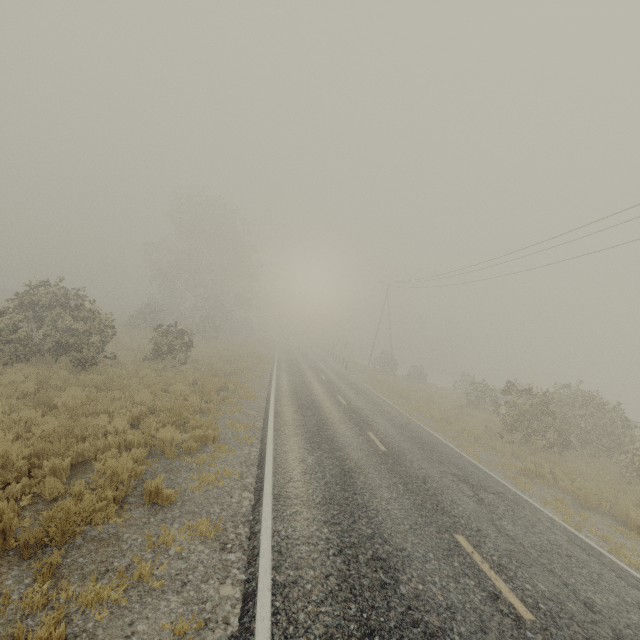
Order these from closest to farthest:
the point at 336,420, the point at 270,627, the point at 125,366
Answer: the point at 270,627 → the point at 336,420 → the point at 125,366
